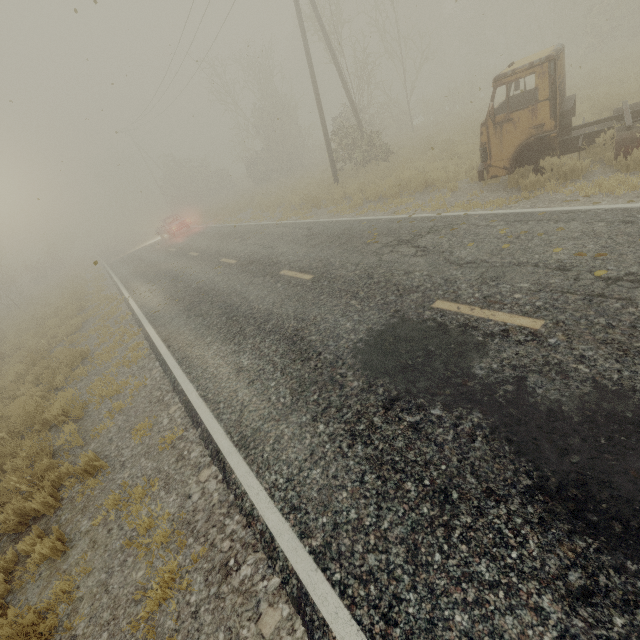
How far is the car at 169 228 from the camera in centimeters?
Result: 2452cm

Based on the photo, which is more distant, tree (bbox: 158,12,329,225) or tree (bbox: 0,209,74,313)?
tree (bbox: 158,12,329,225)

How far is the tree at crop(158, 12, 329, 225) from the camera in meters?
26.6 m

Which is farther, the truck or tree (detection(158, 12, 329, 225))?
tree (detection(158, 12, 329, 225))

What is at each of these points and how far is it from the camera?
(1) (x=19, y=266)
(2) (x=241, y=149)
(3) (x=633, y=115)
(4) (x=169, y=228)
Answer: (1) tree, 25.8m
(2) tree, 29.2m
(3) truck, 7.7m
(4) car, 24.6m

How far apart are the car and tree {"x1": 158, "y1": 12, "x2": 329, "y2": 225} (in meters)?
11.96

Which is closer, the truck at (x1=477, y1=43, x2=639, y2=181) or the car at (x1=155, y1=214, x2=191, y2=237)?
the truck at (x1=477, y1=43, x2=639, y2=181)

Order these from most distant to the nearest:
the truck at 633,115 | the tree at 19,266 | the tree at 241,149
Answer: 1. the tree at 241,149
2. the tree at 19,266
3. the truck at 633,115
